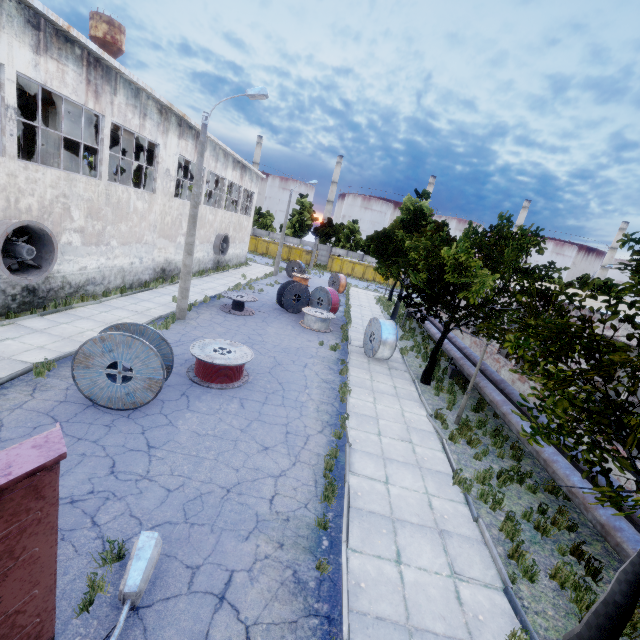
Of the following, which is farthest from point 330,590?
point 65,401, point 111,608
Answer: point 65,401

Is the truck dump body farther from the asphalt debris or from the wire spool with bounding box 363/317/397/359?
the wire spool with bounding box 363/317/397/359

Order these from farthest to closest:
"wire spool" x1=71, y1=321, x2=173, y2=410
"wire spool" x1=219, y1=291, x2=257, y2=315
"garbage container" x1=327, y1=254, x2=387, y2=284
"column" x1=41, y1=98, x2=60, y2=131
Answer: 1. "garbage container" x1=327, y1=254, x2=387, y2=284
2. "wire spool" x1=219, y1=291, x2=257, y2=315
3. "column" x1=41, y1=98, x2=60, y2=131
4. "wire spool" x1=71, y1=321, x2=173, y2=410

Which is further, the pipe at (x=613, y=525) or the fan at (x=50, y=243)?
the fan at (x=50, y=243)

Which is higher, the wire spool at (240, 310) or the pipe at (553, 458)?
the pipe at (553, 458)

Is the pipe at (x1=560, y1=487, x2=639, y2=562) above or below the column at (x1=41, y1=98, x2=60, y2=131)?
below

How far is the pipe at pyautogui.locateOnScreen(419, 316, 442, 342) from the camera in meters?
19.6

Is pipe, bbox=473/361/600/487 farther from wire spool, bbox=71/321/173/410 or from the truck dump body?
wire spool, bbox=71/321/173/410
